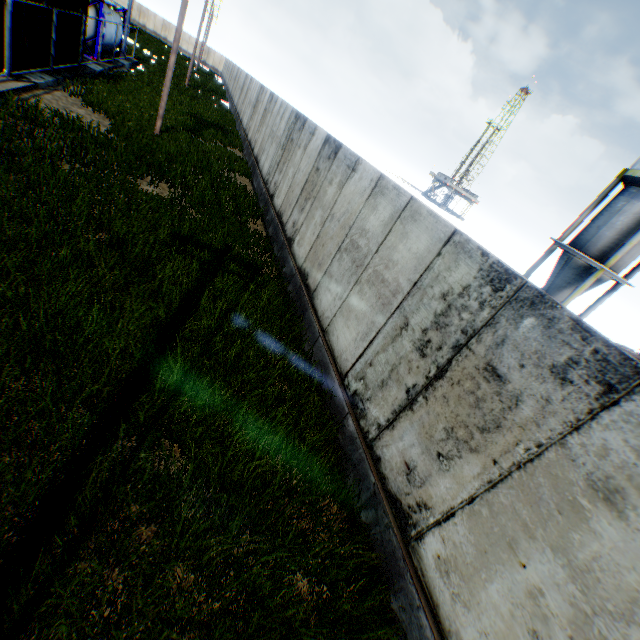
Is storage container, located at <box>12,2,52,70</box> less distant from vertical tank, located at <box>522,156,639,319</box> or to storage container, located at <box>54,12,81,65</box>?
storage container, located at <box>54,12,81,65</box>

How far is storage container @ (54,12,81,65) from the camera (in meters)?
14.05

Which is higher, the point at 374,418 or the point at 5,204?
the point at 374,418

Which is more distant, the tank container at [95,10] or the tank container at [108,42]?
the tank container at [108,42]

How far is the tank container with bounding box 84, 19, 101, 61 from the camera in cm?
1830

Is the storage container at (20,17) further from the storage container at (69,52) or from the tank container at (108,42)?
the tank container at (108,42)

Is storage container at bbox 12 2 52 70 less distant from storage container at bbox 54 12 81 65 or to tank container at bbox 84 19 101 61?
storage container at bbox 54 12 81 65

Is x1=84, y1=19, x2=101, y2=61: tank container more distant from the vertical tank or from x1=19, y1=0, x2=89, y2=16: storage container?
the vertical tank
